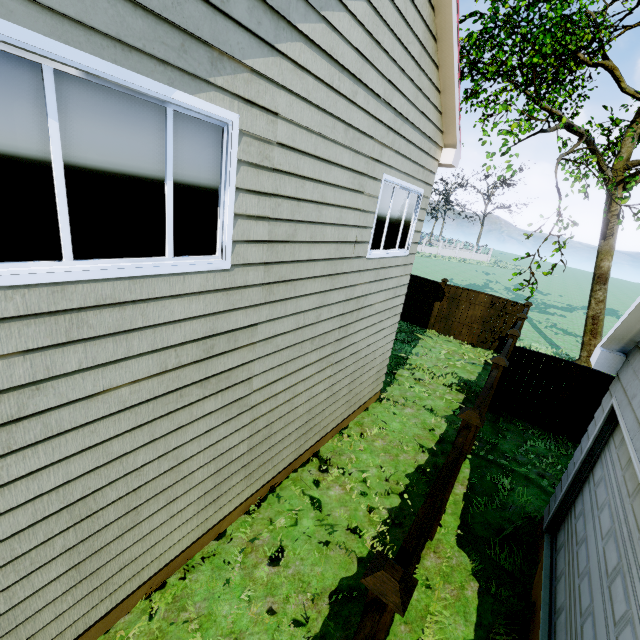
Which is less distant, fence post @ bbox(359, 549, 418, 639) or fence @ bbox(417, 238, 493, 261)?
fence post @ bbox(359, 549, 418, 639)

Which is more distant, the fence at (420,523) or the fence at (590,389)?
the fence at (590,389)

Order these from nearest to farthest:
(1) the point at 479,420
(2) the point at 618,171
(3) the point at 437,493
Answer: (3) the point at 437,493 < (1) the point at 479,420 < (2) the point at 618,171

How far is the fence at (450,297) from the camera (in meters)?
13.41

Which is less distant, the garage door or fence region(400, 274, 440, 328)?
the garage door

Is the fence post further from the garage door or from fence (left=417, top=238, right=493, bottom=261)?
the garage door

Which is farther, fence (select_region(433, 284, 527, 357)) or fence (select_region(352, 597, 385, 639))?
fence (select_region(433, 284, 527, 357))

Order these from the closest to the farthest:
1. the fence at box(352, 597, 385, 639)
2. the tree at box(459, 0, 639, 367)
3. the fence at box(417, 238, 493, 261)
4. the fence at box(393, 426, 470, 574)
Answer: the fence at box(352, 597, 385, 639), the fence at box(393, 426, 470, 574), the tree at box(459, 0, 639, 367), the fence at box(417, 238, 493, 261)
